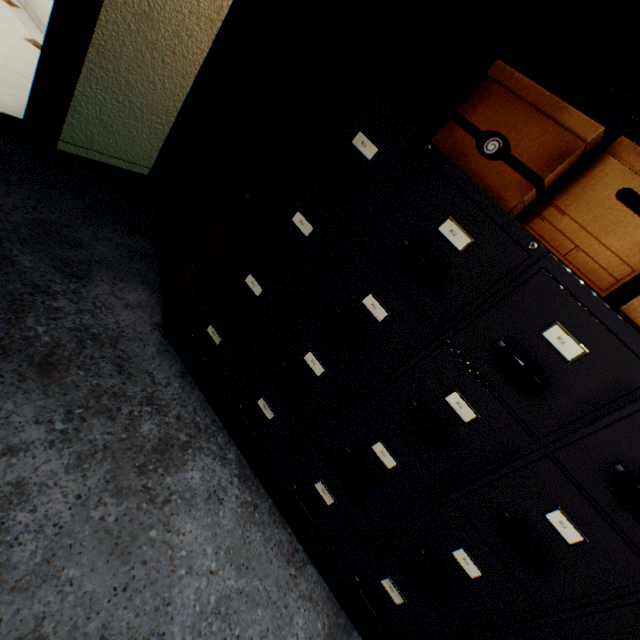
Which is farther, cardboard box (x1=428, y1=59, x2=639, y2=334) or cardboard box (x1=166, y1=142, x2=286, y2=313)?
cardboard box (x1=166, y1=142, x2=286, y2=313)

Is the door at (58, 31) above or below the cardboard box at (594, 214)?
below

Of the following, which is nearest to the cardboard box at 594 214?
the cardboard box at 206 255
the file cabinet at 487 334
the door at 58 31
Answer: the file cabinet at 487 334

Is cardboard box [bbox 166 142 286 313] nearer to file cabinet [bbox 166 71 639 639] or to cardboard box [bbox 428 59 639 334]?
file cabinet [bbox 166 71 639 639]

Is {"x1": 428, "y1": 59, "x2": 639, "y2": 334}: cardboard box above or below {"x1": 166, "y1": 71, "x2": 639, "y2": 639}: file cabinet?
above

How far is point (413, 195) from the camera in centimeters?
95cm

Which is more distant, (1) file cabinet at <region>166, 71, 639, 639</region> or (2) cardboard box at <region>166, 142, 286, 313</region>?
(2) cardboard box at <region>166, 142, 286, 313</region>

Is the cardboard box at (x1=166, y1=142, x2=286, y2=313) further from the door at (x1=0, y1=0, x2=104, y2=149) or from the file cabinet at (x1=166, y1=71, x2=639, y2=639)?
the door at (x1=0, y1=0, x2=104, y2=149)
